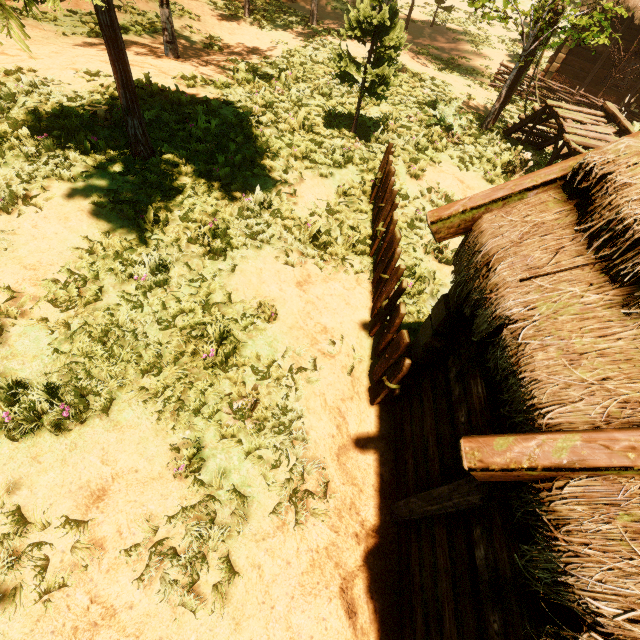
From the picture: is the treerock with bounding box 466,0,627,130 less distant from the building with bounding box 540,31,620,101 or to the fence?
the building with bounding box 540,31,620,101

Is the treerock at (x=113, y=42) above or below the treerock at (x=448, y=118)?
above

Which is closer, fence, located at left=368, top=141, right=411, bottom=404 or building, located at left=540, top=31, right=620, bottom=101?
fence, located at left=368, top=141, right=411, bottom=404

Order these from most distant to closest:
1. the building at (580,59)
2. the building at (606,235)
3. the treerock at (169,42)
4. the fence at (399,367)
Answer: the building at (580,59), the treerock at (169,42), the fence at (399,367), the building at (606,235)

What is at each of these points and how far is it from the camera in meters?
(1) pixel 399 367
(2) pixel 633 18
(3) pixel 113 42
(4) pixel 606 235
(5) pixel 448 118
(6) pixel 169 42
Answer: (1) fence, 4.1 m
(2) building, 14.0 m
(3) treerock, 4.8 m
(4) building, 2.0 m
(5) treerock, 10.0 m
(6) treerock, 9.9 m

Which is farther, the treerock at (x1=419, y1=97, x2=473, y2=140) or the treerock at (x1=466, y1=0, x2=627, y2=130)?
the treerock at (x1=419, y1=97, x2=473, y2=140)

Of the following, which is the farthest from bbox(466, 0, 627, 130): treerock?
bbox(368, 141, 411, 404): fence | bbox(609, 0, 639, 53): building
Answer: bbox(368, 141, 411, 404): fence
